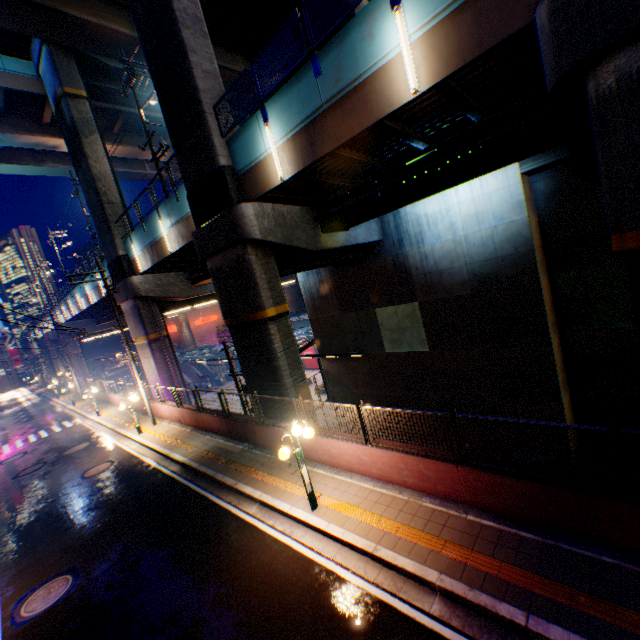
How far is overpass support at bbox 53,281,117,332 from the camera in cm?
3102

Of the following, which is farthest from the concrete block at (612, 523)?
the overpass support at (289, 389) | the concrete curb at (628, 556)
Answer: the overpass support at (289, 389)

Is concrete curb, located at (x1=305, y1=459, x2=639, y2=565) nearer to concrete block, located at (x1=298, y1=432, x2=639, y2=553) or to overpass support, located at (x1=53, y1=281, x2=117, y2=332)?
concrete block, located at (x1=298, y1=432, x2=639, y2=553)

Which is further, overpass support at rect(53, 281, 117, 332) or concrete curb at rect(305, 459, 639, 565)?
overpass support at rect(53, 281, 117, 332)

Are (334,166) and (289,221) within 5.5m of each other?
yes

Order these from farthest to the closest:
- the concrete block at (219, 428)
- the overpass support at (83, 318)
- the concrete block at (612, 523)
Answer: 1. the overpass support at (83, 318)
2. the concrete block at (219, 428)
3. the concrete block at (612, 523)

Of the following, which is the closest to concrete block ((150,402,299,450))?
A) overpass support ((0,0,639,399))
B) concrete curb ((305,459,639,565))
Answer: concrete curb ((305,459,639,565))
